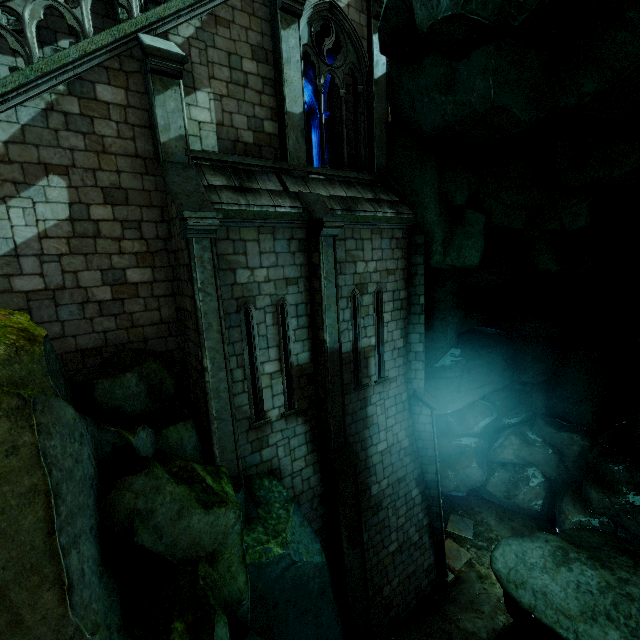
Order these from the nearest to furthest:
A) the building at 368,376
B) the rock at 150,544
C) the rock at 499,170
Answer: the rock at 150,544
the rock at 499,170
the building at 368,376

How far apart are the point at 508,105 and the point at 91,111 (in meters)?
8.09

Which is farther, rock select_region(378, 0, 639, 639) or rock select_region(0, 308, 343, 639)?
rock select_region(378, 0, 639, 639)

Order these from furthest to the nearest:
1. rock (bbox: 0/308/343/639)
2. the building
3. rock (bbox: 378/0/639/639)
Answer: the building < rock (bbox: 378/0/639/639) < rock (bbox: 0/308/343/639)

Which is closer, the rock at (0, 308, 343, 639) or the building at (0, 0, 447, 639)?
the rock at (0, 308, 343, 639)

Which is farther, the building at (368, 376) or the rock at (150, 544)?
the building at (368, 376)
